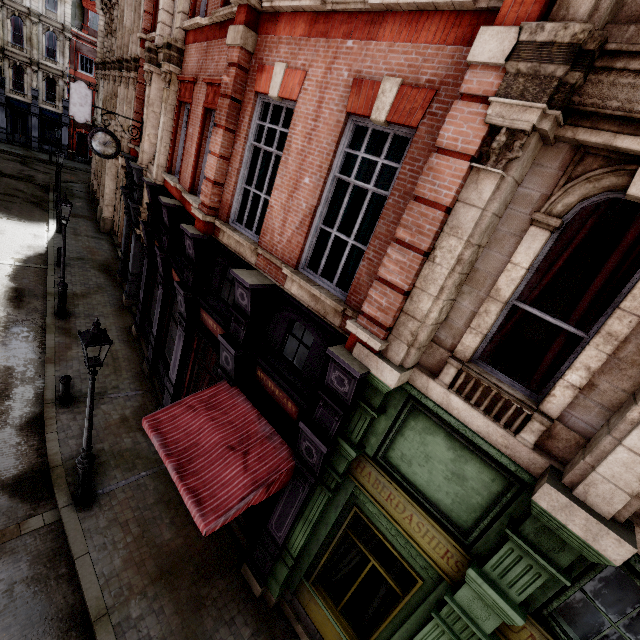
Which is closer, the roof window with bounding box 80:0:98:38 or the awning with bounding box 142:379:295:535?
the awning with bounding box 142:379:295:535

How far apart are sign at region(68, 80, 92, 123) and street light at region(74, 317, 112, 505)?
24.5m

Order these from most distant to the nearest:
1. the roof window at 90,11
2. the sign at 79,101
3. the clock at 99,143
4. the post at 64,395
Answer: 1. the roof window at 90,11
2. the sign at 79,101
3. the clock at 99,143
4. the post at 64,395

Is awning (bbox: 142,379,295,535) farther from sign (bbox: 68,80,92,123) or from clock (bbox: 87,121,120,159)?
sign (bbox: 68,80,92,123)

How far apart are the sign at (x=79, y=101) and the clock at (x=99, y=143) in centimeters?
1478cm

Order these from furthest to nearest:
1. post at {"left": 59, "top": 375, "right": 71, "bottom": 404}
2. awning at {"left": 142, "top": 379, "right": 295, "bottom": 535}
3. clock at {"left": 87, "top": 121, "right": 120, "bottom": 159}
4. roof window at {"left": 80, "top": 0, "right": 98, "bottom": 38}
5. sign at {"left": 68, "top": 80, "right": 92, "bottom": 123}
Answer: roof window at {"left": 80, "top": 0, "right": 98, "bottom": 38} → sign at {"left": 68, "top": 80, "right": 92, "bottom": 123} → clock at {"left": 87, "top": 121, "right": 120, "bottom": 159} → post at {"left": 59, "top": 375, "right": 71, "bottom": 404} → awning at {"left": 142, "top": 379, "right": 295, "bottom": 535}

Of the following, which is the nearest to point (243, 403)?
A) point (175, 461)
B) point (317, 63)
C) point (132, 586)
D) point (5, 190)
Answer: point (175, 461)

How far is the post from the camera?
9.16m
